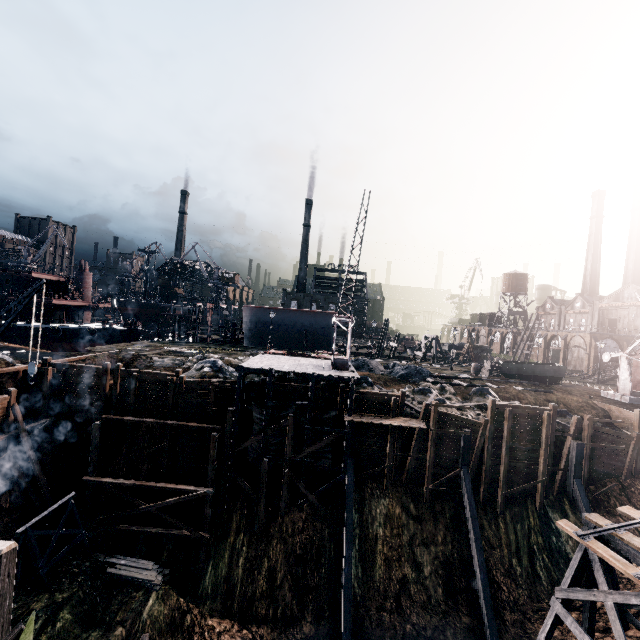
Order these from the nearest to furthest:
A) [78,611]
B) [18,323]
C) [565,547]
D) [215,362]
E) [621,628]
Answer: [621,628], [78,611], [565,547], [215,362], [18,323]

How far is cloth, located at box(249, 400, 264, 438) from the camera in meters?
23.5

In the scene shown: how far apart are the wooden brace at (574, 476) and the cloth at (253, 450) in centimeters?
2316cm

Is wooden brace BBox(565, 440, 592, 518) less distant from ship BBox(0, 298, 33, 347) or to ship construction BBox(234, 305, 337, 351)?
ship construction BBox(234, 305, 337, 351)

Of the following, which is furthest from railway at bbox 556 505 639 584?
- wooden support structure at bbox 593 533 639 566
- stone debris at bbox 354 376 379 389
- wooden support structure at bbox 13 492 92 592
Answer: wooden support structure at bbox 13 492 92 592

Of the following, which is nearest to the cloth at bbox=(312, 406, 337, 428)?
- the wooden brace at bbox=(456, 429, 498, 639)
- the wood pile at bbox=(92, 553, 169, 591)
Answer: the wood pile at bbox=(92, 553, 169, 591)

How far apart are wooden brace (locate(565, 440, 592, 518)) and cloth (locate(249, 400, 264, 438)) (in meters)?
23.16

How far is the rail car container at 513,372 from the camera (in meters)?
33.16
